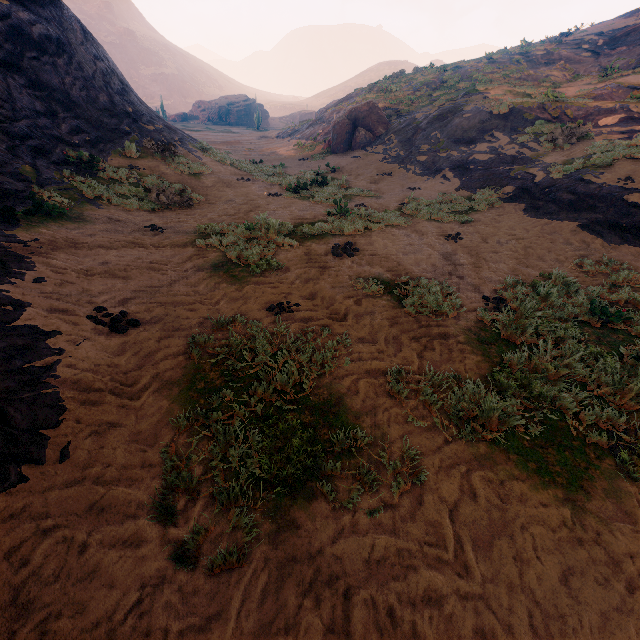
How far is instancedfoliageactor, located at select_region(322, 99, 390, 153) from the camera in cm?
1933

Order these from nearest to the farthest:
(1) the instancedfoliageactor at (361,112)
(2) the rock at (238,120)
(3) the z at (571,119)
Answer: (3) the z at (571,119) < (1) the instancedfoliageactor at (361,112) < (2) the rock at (238,120)

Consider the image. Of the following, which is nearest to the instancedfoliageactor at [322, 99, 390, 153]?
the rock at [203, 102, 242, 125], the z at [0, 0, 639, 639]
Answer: the z at [0, 0, 639, 639]

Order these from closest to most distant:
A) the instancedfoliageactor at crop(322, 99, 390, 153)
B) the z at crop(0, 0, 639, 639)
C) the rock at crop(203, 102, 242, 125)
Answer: the z at crop(0, 0, 639, 639) → the instancedfoliageactor at crop(322, 99, 390, 153) → the rock at crop(203, 102, 242, 125)

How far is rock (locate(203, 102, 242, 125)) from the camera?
58.5 meters

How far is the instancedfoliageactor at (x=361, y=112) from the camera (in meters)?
19.33

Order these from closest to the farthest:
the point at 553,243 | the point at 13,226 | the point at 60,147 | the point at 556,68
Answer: the point at 13,226 → the point at 553,243 → the point at 60,147 → the point at 556,68

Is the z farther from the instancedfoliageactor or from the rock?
the rock
